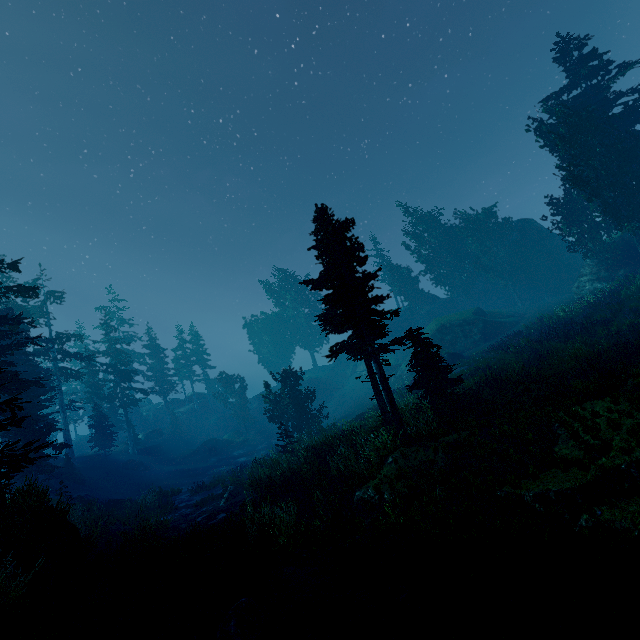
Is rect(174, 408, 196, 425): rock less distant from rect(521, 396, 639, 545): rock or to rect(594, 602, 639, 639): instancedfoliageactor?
rect(594, 602, 639, 639): instancedfoliageactor

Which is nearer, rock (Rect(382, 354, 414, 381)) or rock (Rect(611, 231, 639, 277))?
rock (Rect(611, 231, 639, 277))

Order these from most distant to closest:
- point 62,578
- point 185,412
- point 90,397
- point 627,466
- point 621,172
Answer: point 185,412
point 90,397
point 621,172
point 62,578
point 627,466

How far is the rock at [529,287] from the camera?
45.4m

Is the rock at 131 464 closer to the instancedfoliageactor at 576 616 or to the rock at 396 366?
the instancedfoliageactor at 576 616

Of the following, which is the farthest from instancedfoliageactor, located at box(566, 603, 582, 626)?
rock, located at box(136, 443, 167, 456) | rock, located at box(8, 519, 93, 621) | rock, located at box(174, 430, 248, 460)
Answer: rock, located at box(174, 430, 248, 460)

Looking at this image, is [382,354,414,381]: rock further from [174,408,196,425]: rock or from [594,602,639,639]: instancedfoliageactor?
[174,408,196,425]: rock

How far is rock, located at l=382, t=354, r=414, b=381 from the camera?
39.2 meters
